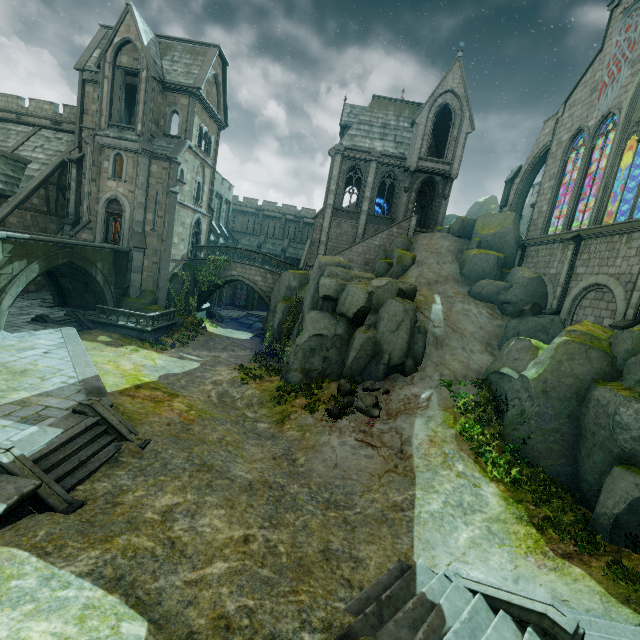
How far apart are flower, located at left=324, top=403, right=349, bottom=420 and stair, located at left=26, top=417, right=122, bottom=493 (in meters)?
7.94

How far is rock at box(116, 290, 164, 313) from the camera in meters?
24.0 m

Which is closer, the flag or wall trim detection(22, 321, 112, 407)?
wall trim detection(22, 321, 112, 407)

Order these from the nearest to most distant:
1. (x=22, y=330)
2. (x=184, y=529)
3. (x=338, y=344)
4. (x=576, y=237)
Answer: (x=184, y=529)
(x=22, y=330)
(x=576, y=237)
(x=338, y=344)

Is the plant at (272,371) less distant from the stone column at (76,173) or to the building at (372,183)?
the building at (372,183)

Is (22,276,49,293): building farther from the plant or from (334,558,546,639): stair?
(334,558,546,639): stair

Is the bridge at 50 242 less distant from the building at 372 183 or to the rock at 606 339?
the building at 372 183

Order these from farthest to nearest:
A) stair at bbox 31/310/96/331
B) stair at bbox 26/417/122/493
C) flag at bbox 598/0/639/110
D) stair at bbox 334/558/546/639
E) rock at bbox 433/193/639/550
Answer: stair at bbox 31/310/96/331 → flag at bbox 598/0/639/110 → rock at bbox 433/193/639/550 → stair at bbox 26/417/122/493 → stair at bbox 334/558/546/639
